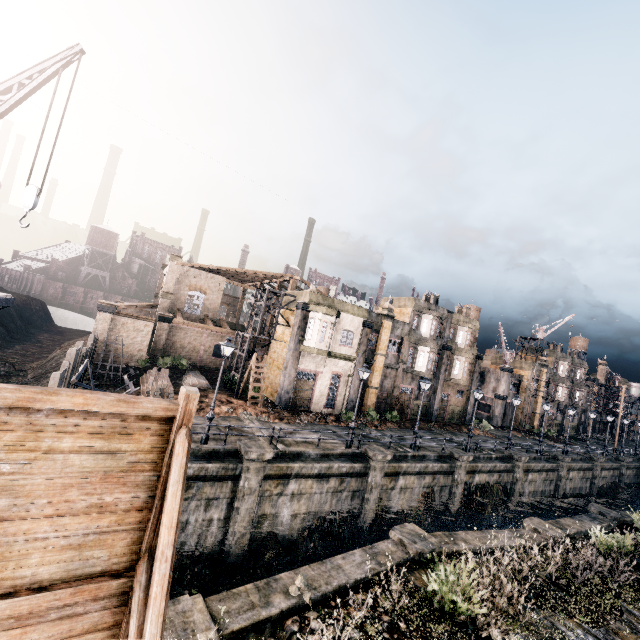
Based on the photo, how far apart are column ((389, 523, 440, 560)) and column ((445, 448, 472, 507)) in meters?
13.4

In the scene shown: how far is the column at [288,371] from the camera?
28.09m

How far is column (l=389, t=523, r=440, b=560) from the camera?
11.95m

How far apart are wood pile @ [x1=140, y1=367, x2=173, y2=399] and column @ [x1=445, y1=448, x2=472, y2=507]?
21.5m

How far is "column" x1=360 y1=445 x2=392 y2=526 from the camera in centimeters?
2073cm

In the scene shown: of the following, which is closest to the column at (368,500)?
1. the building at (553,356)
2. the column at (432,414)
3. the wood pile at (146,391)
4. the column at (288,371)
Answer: the column at (288,371)

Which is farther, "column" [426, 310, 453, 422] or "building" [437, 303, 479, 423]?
"building" [437, 303, 479, 423]

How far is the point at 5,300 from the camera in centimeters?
1598cm
